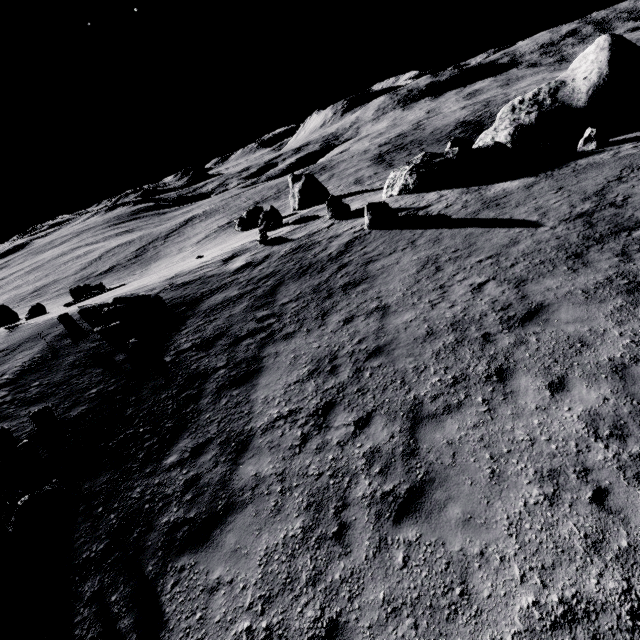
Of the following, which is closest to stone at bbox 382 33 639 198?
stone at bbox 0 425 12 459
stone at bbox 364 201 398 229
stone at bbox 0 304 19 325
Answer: stone at bbox 364 201 398 229

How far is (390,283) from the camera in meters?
11.8

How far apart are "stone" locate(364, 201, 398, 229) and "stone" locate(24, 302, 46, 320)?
31.5 meters

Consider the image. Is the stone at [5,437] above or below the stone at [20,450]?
above

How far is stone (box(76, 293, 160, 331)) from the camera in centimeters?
1401cm

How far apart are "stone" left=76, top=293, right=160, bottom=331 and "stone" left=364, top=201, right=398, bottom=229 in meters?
11.2 m

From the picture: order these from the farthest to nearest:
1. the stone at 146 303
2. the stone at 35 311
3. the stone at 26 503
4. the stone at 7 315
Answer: the stone at 7 315 < the stone at 35 311 < the stone at 146 303 < the stone at 26 503

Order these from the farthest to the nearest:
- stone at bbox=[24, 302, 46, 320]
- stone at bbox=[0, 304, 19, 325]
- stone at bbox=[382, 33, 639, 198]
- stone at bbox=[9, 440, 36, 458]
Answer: stone at bbox=[0, 304, 19, 325] → stone at bbox=[24, 302, 46, 320] → stone at bbox=[382, 33, 639, 198] → stone at bbox=[9, 440, 36, 458]
